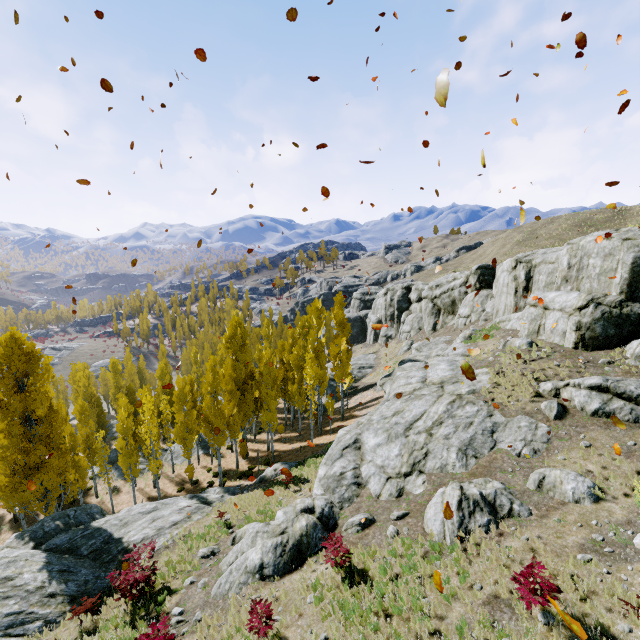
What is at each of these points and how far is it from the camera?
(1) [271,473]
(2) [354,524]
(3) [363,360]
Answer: (1) rock, 24.1 meters
(2) rock, 12.5 meters
(3) rock, 53.4 meters

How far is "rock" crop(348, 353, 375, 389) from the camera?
47.3m

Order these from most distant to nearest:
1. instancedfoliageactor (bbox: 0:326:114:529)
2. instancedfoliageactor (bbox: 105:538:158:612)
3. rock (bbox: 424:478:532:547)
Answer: instancedfoliageactor (bbox: 0:326:114:529) < instancedfoliageactor (bbox: 105:538:158:612) < rock (bbox: 424:478:532:547)

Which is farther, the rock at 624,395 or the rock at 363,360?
the rock at 363,360

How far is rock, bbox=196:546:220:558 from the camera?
14.7 meters

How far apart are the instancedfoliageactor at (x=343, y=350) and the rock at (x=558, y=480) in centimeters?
1979cm

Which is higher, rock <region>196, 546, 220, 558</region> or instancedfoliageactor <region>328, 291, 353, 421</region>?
instancedfoliageactor <region>328, 291, 353, 421</region>

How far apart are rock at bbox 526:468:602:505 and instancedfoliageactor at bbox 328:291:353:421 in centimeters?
1979cm
